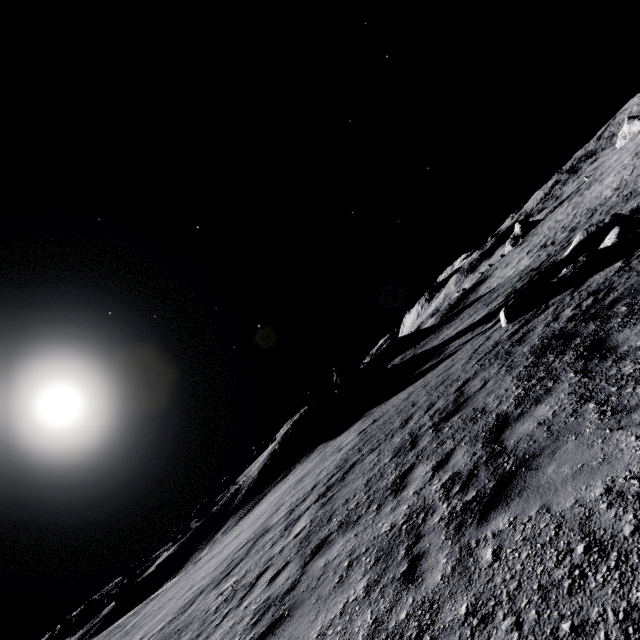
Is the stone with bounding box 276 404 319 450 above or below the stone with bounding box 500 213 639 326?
above

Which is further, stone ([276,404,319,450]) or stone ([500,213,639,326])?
stone ([276,404,319,450])

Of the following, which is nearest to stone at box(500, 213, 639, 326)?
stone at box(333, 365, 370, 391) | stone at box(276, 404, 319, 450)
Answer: stone at box(333, 365, 370, 391)

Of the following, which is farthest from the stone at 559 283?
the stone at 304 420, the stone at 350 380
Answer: the stone at 304 420

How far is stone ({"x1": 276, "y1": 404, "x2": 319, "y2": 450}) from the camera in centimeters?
2511cm

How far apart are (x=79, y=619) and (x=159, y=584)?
33.6m

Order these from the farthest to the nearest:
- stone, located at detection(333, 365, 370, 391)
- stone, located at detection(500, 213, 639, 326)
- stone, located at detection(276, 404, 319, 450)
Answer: stone, located at detection(333, 365, 370, 391), stone, located at detection(276, 404, 319, 450), stone, located at detection(500, 213, 639, 326)

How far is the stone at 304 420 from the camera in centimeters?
2511cm
